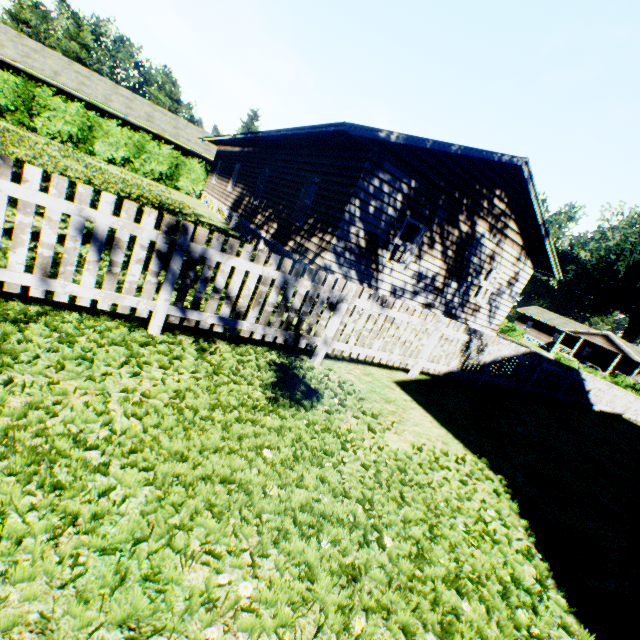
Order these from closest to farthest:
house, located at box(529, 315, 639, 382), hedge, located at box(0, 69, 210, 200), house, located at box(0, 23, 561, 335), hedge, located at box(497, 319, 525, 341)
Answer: house, located at box(0, 23, 561, 335)
hedge, located at box(0, 69, 210, 200)
house, located at box(529, 315, 639, 382)
hedge, located at box(497, 319, 525, 341)

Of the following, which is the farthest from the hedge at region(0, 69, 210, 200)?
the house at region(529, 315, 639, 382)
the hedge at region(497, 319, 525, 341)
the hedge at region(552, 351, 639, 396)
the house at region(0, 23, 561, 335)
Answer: the house at region(529, 315, 639, 382)

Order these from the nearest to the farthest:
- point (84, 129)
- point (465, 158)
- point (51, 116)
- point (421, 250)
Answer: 1. point (465, 158)
2. point (421, 250)
3. point (51, 116)
4. point (84, 129)

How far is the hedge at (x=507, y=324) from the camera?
48.1 meters

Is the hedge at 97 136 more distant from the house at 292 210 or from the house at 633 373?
the house at 633 373

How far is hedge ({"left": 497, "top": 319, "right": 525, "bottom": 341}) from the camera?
48.1m

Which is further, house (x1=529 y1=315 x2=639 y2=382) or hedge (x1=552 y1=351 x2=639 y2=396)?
house (x1=529 y1=315 x2=639 y2=382)

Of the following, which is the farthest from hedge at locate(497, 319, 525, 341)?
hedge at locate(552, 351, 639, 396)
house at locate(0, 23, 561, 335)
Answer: house at locate(0, 23, 561, 335)
